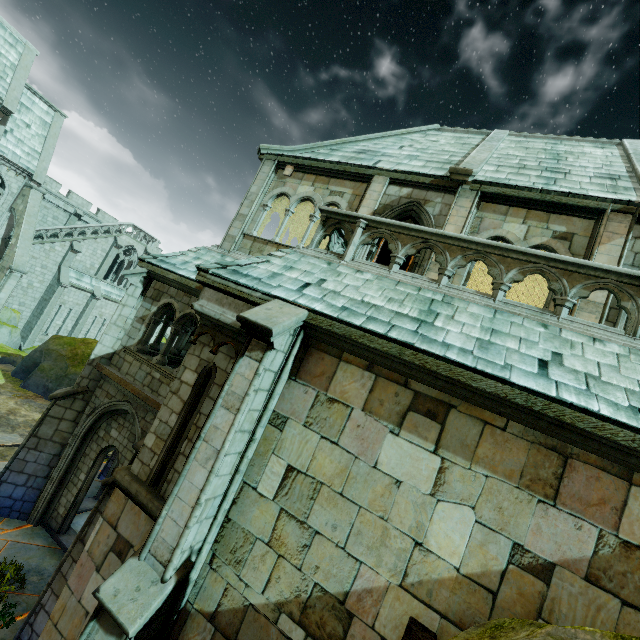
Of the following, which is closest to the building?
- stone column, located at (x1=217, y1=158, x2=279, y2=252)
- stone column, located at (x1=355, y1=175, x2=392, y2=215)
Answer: stone column, located at (x1=217, y1=158, x2=279, y2=252)

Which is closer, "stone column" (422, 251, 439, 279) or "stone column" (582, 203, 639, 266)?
"stone column" (582, 203, 639, 266)

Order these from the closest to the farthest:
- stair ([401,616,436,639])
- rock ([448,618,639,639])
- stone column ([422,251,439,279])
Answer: rock ([448,618,639,639]), stair ([401,616,436,639]), stone column ([422,251,439,279])

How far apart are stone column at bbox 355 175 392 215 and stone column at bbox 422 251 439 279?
1.9m

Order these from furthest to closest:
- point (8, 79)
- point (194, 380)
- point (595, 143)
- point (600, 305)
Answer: point (8, 79) < point (595, 143) < point (600, 305) < point (194, 380)

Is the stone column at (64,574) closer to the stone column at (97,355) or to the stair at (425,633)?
the stone column at (97,355)

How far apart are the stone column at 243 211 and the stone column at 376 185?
3.5 meters

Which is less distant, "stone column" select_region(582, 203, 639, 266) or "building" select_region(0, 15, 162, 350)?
"stone column" select_region(582, 203, 639, 266)
